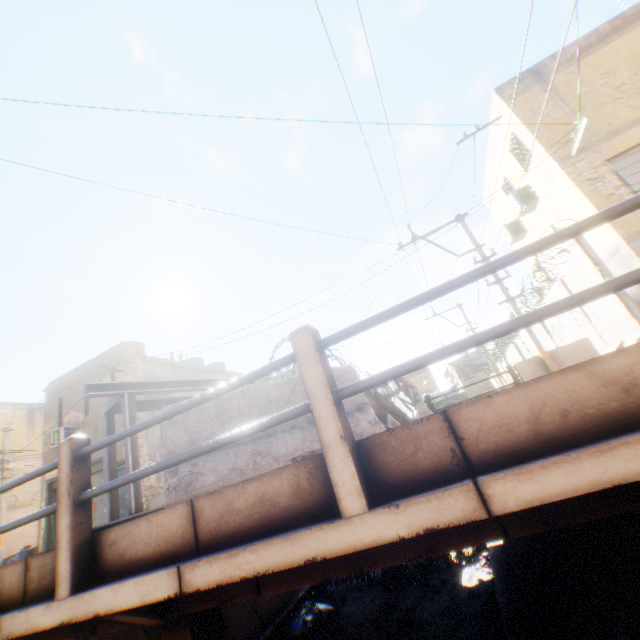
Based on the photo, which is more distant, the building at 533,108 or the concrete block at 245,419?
the building at 533,108

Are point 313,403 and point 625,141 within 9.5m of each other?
no

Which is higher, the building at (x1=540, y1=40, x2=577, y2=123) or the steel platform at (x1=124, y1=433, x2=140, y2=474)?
the building at (x1=540, y1=40, x2=577, y2=123)

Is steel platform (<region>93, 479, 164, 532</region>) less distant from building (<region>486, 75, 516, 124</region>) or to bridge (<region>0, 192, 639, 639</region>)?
bridge (<region>0, 192, 639, 639</region>)

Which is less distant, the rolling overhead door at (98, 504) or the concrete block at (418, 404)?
the concrete block at (418, 404)

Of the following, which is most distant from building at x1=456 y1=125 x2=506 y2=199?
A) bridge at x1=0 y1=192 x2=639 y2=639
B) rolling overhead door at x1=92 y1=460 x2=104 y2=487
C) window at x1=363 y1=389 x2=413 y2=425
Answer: window at x1=363 y1=389 x2=413 y2=425

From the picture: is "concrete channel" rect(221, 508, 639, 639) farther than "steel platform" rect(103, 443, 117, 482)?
No

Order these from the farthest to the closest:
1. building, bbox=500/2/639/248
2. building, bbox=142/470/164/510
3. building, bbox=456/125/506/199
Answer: building, bbox=142/470/164/510
building, bbox=456/125/506/199
building, bbox=500/2/639/248
